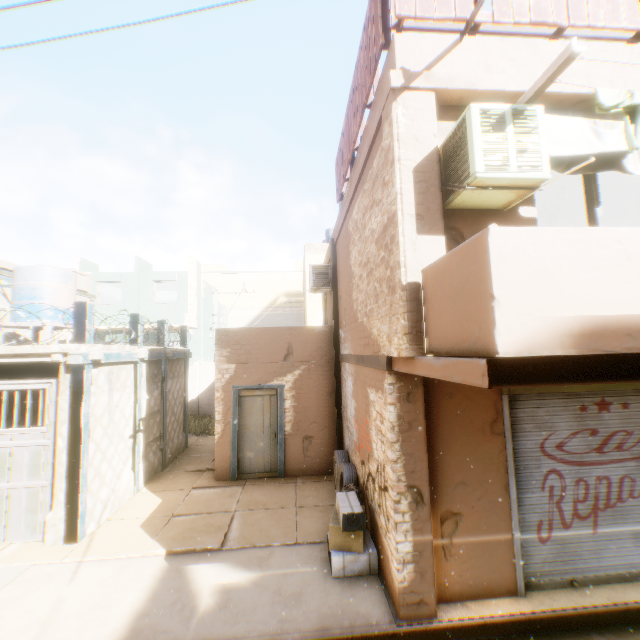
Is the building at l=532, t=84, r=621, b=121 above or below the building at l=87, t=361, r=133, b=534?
above

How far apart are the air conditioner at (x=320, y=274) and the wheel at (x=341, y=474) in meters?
3.6 m

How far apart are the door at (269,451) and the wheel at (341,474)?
0.4 meters

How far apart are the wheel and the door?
0.39m

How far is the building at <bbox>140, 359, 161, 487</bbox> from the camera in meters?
8.7 m

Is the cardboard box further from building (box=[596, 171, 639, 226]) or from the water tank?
the water tank

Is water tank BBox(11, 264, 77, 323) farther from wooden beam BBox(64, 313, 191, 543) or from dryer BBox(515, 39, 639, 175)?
dryer BBox(515, 39, 639, 175)

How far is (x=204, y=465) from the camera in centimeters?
982cm
